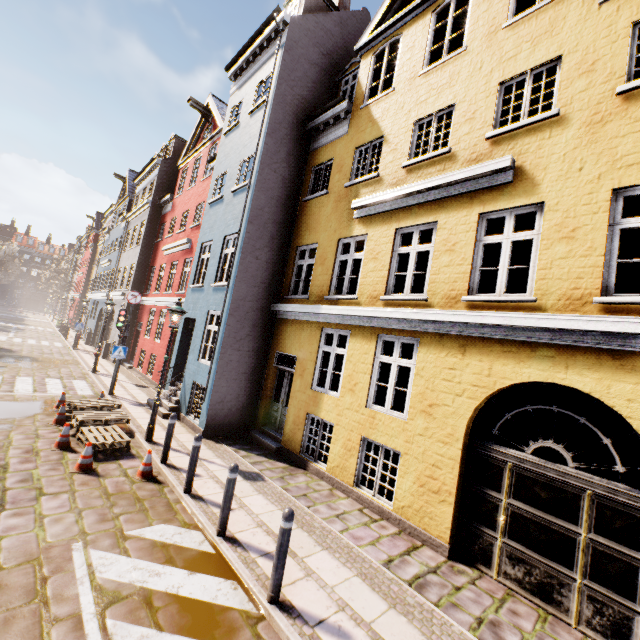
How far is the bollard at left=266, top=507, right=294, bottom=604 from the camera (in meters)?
4.00

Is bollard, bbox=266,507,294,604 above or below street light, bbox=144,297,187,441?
below

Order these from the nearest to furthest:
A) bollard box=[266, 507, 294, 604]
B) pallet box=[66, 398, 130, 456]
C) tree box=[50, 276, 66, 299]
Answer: bollard box=[266, 507, 294, 604] < pallet box=[66, 398, 130, 456] < tree box=[50, 276, 66, 299]

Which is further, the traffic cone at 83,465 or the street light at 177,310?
the street light at 177,310

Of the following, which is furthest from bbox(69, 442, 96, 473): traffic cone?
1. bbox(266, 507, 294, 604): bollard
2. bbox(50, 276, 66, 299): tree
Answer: bbox(50, 276, 66, 299): tree

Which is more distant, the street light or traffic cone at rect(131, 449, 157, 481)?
the street light

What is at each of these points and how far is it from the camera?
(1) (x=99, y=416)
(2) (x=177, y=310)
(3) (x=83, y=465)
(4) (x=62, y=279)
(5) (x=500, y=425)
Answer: (1) pallet, 8.7m
(2) street light, 8.6m
(3) traffic cone, 6.5m
(4) tree, 59.3m
(5) building, 5.7m

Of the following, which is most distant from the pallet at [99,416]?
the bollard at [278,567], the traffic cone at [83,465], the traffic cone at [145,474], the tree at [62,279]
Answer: the tree at [62,279]
